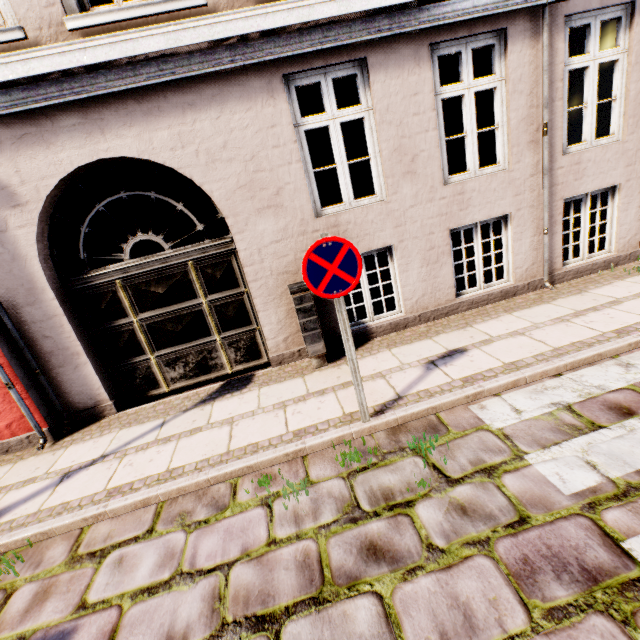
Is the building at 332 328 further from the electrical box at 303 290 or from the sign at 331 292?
the sign at 331 292

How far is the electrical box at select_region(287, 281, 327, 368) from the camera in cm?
438

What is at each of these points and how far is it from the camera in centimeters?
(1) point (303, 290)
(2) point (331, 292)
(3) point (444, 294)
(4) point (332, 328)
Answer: (1) electrical box, 438cm
(2) sign, 286cm
(3) building, 532cm
(4) building, 515cm

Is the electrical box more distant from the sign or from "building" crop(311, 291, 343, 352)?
the sign

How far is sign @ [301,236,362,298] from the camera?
2.7m

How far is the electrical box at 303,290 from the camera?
4.4 meters
